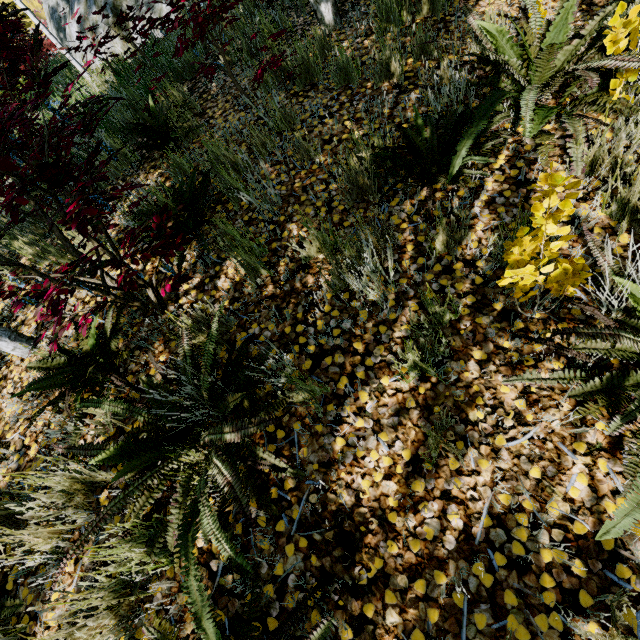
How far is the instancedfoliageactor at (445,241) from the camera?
1.96m

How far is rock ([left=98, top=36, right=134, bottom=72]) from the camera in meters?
5.5 m

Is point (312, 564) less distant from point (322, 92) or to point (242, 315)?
point (242, 315)

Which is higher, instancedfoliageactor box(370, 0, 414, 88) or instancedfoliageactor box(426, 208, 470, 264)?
instancedfoliageactor box(370, 0, 414, 88)

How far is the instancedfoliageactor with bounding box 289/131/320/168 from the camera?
2.78m

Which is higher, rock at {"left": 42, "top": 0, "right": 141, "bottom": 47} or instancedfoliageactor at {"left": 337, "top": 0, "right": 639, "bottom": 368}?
rock at {"left": 42, "top": 0, "right": 141, "bottom": 47}
